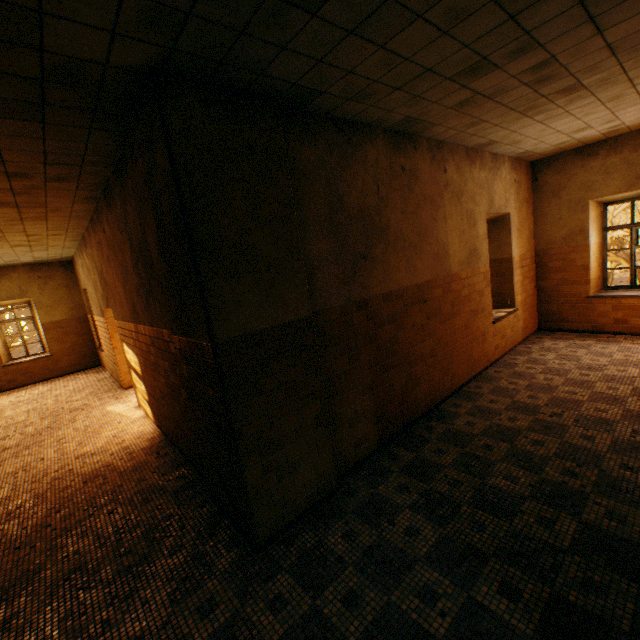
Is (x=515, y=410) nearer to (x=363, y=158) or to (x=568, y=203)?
(x=363, y=158)

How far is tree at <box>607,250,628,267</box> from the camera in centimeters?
2592cm

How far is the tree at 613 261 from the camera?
25.9m
